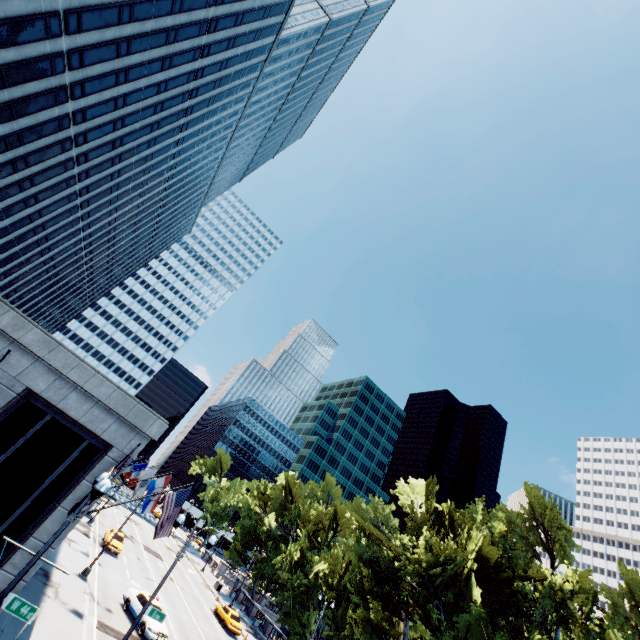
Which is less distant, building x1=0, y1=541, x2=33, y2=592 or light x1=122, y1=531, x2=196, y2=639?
building x1=0, y1=541, x2=33, y2=592

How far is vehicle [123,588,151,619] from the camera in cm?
2292

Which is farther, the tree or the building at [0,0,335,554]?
the tree

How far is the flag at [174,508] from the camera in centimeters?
1494cm

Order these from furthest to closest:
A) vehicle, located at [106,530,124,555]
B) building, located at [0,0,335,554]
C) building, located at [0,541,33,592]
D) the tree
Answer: vehicle, located at [106,530,124,555], the tree, building, located at [0,0,335,554], building, located at [0,541,33,592]

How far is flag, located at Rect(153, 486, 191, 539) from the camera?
14.9 meters

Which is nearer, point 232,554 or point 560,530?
point 560,530

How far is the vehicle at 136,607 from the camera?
22.9m
